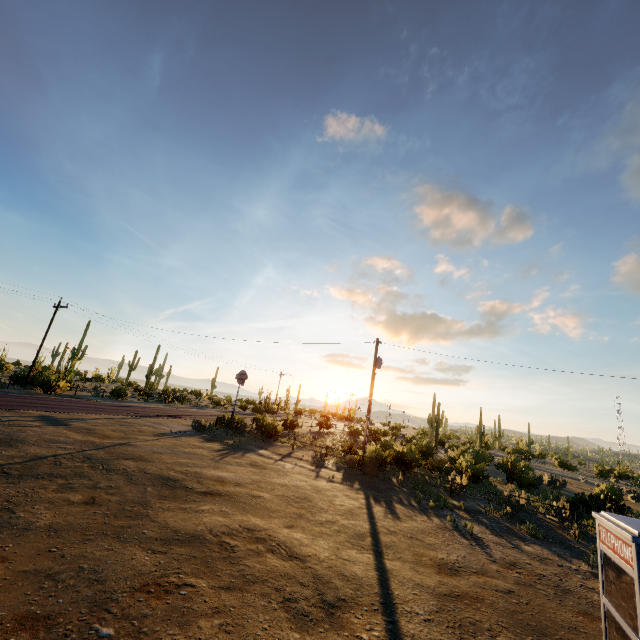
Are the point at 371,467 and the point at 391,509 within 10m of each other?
yes
